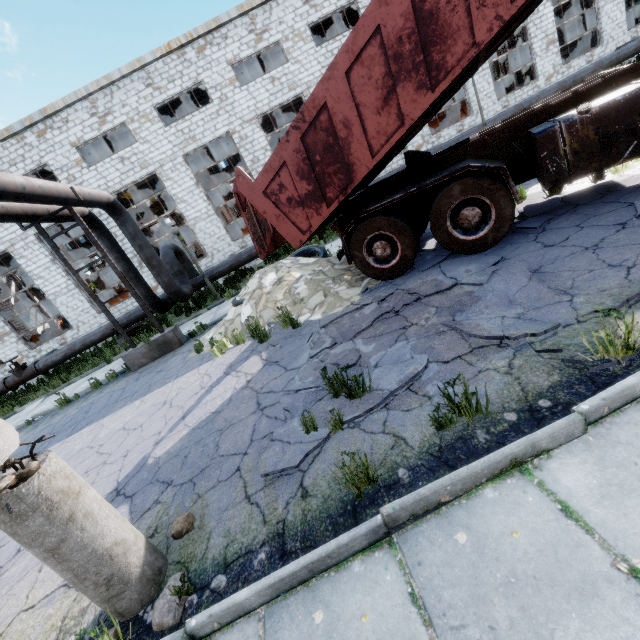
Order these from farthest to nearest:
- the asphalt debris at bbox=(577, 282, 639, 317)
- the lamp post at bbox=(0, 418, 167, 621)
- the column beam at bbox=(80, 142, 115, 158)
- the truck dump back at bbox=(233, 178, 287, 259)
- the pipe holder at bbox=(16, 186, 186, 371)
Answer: the column beam at bbox=(80, 142, 115, 158) < the pipe holder at bbox=(16, 186, 186, 371) < the truck dump back at bbox=(233, 178, 287, 259) < the asphalt debris at bbox=(577, 282, 639, 317) < the lamp post at bbox=(0, 418, 167, 621)

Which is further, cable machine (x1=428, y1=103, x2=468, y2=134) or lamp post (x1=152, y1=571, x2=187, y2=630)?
cable machine (x1=428, y1=103, x2=468, y2=134)

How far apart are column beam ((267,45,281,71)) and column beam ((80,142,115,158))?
13.00m

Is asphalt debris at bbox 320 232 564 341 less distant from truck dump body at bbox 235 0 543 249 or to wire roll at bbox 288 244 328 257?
truck dump body at bbox 235 0 543 249

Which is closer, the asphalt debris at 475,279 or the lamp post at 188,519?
the lamp post at 188,519

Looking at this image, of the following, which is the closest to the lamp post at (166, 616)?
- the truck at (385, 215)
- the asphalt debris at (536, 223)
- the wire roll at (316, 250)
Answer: the asphalt debris at (536, 223)

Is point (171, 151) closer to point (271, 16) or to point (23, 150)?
point (23, 150)

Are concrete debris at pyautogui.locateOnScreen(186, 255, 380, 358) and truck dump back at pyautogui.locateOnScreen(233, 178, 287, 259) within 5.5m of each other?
yes
